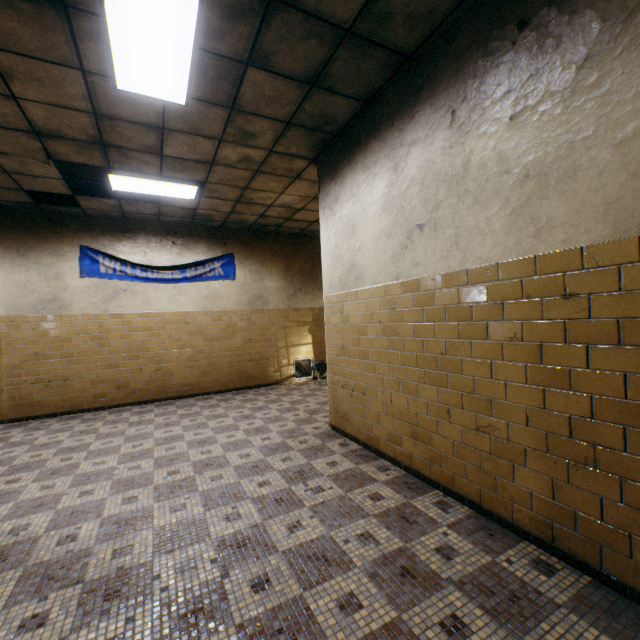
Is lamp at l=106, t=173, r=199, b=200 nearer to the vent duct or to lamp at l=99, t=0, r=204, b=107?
lamp at l=99, t=0, r=204, b=107

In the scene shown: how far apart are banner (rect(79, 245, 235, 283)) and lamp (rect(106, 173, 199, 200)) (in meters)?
1.67

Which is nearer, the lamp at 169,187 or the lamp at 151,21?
the lamp at 151,21

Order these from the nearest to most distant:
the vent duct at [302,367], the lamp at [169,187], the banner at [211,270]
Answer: the lamp at [169,187] → the banner at [211,270] → the vent duct at [302,367]

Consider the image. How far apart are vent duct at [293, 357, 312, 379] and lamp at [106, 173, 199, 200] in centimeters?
449cm

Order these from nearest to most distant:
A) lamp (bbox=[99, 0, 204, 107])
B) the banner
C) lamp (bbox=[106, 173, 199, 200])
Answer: lamp (bbox=[99, 0, 204, 107]) < lamp (bbox=[106, 173, 199, 200]) < the banner

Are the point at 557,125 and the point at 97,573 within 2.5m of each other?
no

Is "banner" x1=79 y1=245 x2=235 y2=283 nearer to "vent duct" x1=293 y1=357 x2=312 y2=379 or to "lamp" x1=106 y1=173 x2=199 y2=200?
"lamp" x1=106 y1=173 x2=199 y2=200
